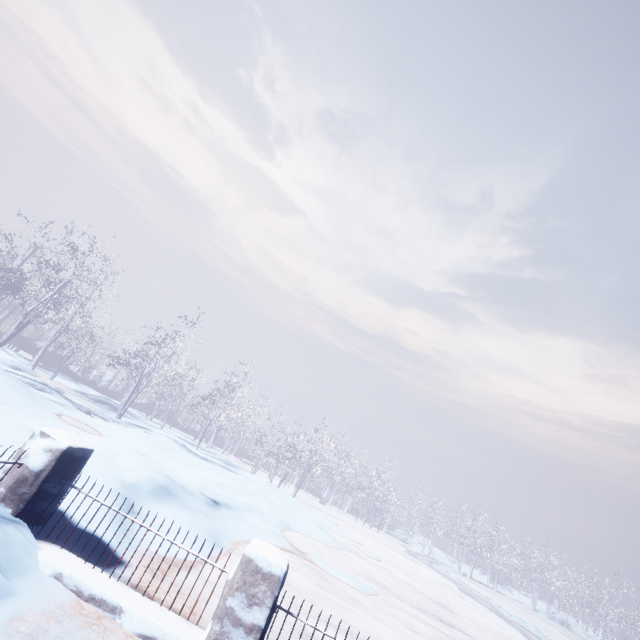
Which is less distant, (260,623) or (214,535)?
(260,623)
